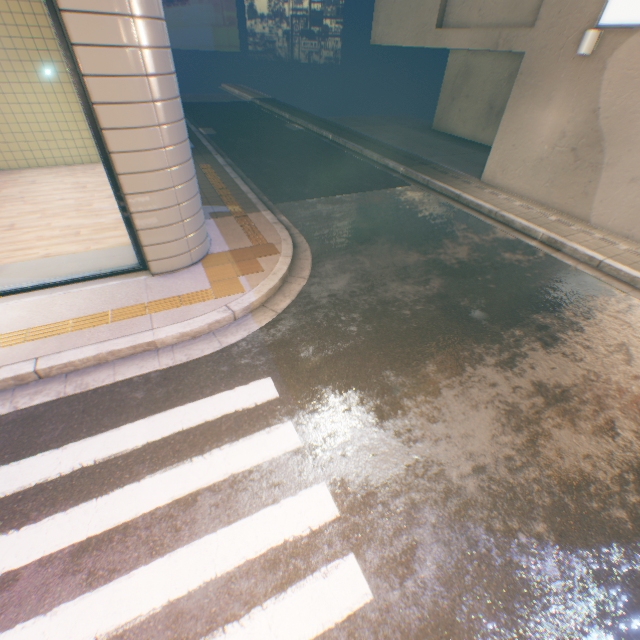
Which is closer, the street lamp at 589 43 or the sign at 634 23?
the sign at 634 23

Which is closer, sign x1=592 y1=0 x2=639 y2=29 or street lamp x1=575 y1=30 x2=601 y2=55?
sign x1=592 y1=0 x2=639 y2=29

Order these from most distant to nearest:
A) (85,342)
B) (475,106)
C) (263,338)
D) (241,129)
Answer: (241,129) → (475,106) → (263,338) → (85,342)

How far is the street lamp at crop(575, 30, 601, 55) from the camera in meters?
6.9 m

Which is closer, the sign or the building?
the sign

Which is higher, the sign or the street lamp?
the sign

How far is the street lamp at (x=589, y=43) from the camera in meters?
6.9 m
